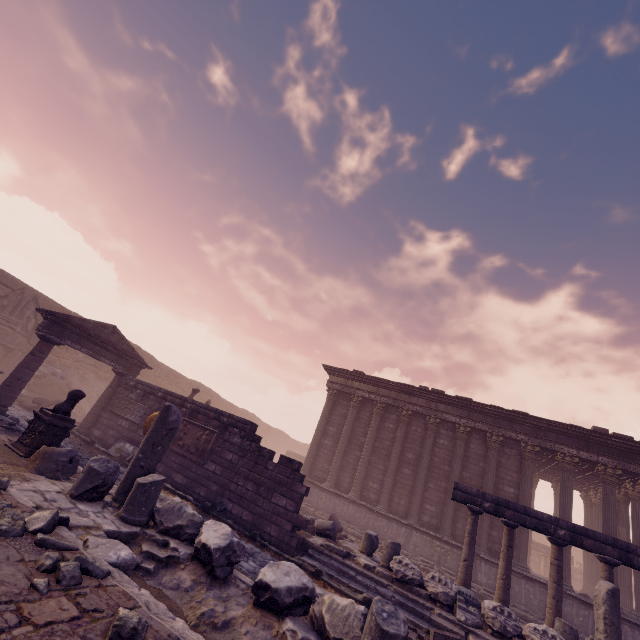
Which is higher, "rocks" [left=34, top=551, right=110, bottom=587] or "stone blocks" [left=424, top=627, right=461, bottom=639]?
"rocks" [left=34, top=551, right=110, bottom=587]

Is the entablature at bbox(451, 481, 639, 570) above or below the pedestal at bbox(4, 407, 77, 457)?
above

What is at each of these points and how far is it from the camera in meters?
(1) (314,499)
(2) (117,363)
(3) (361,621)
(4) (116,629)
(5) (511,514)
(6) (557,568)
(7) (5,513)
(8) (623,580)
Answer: (1) building, 16.1
(2) entablature, 13.5
(3) building debris, 3.7
(4) rocks, 2.3
(5) entablature, 9.8
(6) column, 9.0
(7) rocks, 3.3
(8) building, 13.6

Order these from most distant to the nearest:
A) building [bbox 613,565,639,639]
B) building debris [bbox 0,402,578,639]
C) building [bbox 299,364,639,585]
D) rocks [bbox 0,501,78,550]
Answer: building [bbox 299,364,639,585], building [bbox 613,565,639,639], building debris [bbox 0,402,578,639], rocks [bbox 0,501,78,550]

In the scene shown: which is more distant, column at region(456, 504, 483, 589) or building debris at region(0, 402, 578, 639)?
column at region(456, 504, 483, 589)

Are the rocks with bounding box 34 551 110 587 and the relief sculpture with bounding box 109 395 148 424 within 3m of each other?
no

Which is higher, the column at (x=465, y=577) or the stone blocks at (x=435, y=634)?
the column at (x=465, y=577)

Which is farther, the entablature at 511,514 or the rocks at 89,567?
the entablature at 511,514
